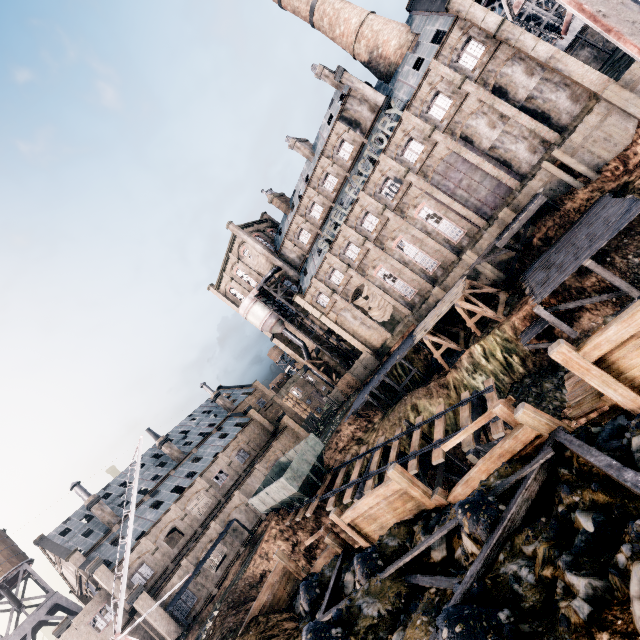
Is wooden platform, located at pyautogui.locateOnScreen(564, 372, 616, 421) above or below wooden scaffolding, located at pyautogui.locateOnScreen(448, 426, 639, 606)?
below

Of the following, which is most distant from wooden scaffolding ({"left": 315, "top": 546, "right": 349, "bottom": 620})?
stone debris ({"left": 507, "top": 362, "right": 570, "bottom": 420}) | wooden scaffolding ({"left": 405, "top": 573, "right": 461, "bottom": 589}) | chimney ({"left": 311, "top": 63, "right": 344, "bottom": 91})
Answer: chimney ({"left": 311, "top": 63, "right": 344, "bottom": 91})

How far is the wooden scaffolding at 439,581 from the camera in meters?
7.3

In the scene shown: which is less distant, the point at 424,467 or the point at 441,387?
the point at 424,467

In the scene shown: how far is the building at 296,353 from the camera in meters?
58.6 m

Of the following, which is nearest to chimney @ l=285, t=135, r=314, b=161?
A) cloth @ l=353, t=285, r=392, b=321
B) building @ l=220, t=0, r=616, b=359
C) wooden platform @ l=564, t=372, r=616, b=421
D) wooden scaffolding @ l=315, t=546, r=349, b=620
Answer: building @ l=220, t=0, r=616, b=359

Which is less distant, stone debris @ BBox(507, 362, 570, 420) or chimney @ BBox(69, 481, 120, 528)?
stone debris @ BBox(507, 362, 570, 420)

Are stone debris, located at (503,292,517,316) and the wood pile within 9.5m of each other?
yes
